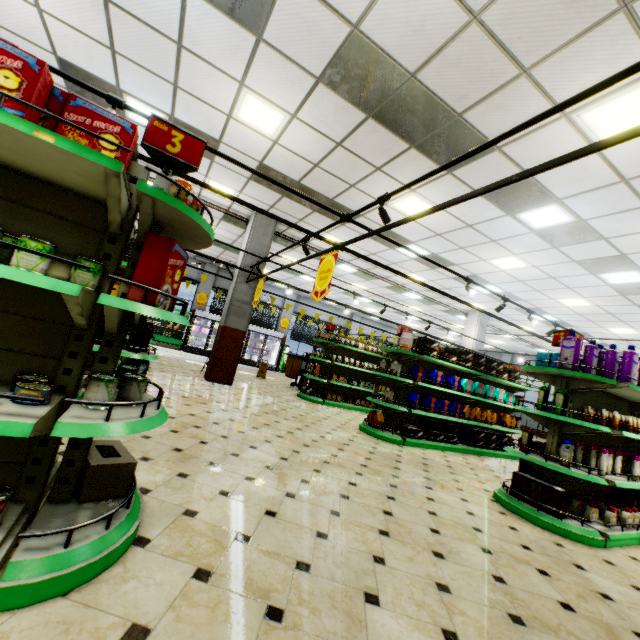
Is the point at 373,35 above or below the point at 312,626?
above

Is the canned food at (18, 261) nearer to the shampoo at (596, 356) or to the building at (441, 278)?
the building at (441, 278)

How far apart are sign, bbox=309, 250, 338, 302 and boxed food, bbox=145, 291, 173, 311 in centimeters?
238cm

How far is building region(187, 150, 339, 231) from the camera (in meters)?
7.36

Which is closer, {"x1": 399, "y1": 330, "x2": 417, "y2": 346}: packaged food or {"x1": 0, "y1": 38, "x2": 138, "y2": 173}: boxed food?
{"x1": 0, "y1": 38, "x2": 138, "y2": 173}: boxed food

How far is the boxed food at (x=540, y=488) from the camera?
3.9m

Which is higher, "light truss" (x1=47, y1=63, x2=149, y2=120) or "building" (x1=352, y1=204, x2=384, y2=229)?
"building" (x1=352, y1=204, x2=384, y2=229)

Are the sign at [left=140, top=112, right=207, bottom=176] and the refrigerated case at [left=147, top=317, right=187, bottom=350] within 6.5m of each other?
no
